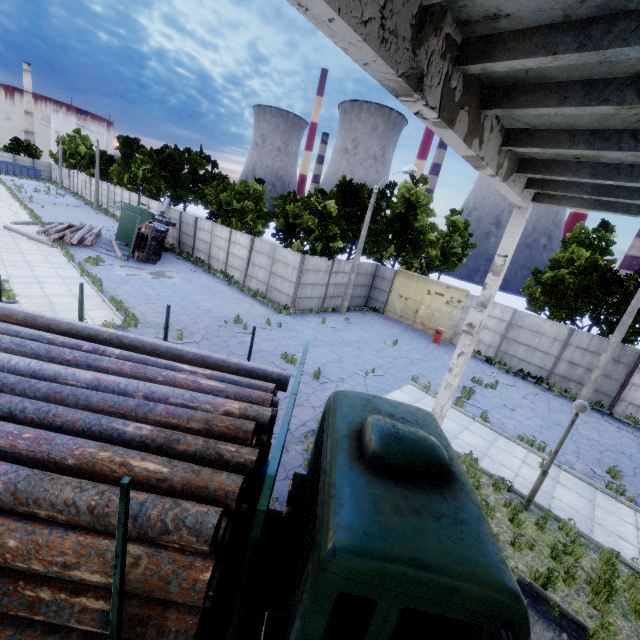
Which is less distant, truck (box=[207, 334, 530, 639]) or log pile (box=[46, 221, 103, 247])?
truck (box=[207, 334, 530, 639])

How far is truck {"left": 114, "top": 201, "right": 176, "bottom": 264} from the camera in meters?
22.8

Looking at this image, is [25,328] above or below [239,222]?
below

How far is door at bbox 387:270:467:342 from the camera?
22.5 meters

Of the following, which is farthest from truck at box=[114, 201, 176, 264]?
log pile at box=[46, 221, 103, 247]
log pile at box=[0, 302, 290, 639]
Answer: log pile at box=[0, 302, 290, 639]

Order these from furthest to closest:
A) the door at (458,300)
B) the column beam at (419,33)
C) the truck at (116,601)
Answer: the door at (458,300)
the column beam at (419,33)
the truck at (116,601)

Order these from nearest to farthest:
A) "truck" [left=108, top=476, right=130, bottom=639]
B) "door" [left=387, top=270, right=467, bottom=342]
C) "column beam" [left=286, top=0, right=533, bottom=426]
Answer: "truck" [left=108, top=476, right=130, bottom=639]
"column beam" [left=286, top=0, right=533, bottom=426]
"door" [left=387, top=270, right=467, bottom=342]

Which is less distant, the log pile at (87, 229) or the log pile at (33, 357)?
the log pile at (33, 357)
